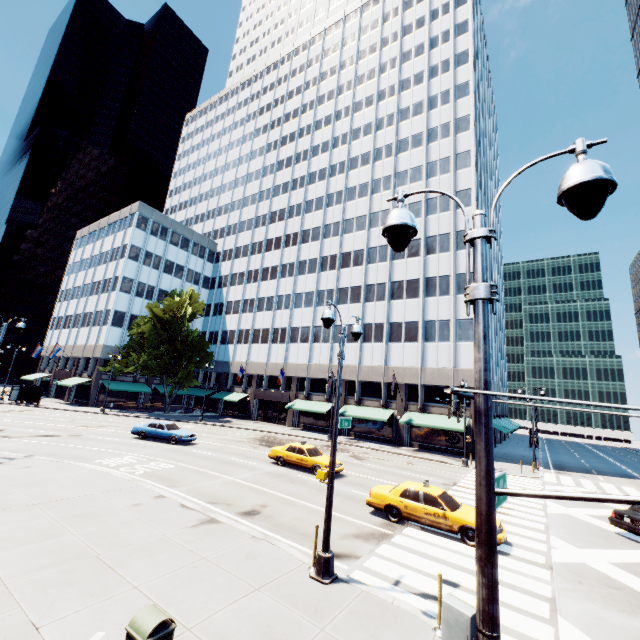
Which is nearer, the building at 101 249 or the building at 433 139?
the building at 433 139

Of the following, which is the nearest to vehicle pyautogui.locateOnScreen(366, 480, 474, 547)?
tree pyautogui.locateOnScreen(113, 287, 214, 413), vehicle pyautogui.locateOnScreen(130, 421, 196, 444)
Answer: vehicle pyautogui.locateOnScreen(130, 421, 196, 444)

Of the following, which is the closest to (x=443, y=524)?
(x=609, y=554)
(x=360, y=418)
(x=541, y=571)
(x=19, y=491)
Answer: (x=541, y=571)

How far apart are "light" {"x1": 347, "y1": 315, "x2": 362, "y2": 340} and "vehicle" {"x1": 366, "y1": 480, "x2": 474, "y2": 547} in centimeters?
524cm

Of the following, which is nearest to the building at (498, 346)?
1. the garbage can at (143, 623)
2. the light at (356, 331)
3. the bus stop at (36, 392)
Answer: the bus stop at (36, 392)

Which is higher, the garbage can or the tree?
the tree

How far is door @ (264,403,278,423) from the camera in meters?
47.8 m

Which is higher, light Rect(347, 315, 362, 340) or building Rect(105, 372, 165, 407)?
light Rect(347, 315, 362, 340)
